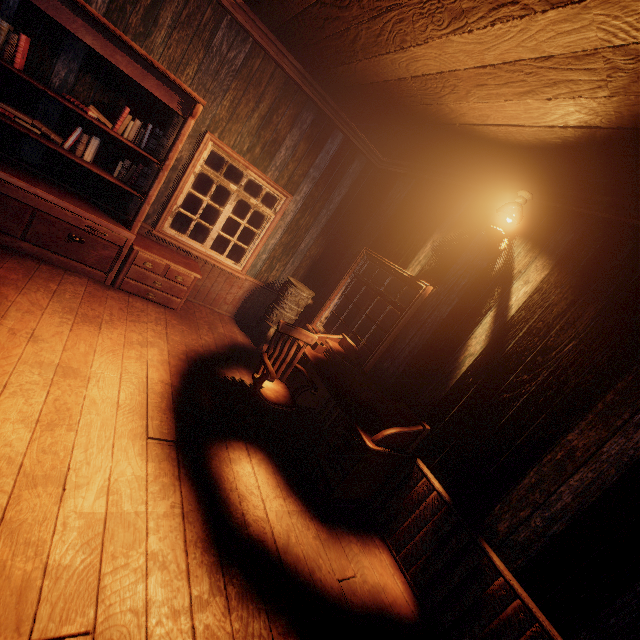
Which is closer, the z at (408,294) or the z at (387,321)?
the z at (387,321)

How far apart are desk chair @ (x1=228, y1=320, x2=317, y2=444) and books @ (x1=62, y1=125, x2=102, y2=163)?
3.15m

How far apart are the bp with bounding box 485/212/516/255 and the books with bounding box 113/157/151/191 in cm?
427

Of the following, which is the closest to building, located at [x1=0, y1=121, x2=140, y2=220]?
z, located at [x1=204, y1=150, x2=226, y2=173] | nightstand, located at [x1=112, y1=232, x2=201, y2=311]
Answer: z, located at [x1=204, y1=150, x2=226, y2=173]

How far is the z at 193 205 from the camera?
15.4 meters

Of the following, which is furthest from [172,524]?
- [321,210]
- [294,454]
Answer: [321,210]

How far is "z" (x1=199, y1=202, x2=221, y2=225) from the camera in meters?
15.0 m

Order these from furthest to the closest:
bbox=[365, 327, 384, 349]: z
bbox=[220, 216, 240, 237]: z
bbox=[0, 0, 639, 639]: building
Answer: bbox=[220, 216, 240, 237]: z → bbox=[365, 327, 384, 349]: z → bbox=[0, 0, 639, 639]: building
